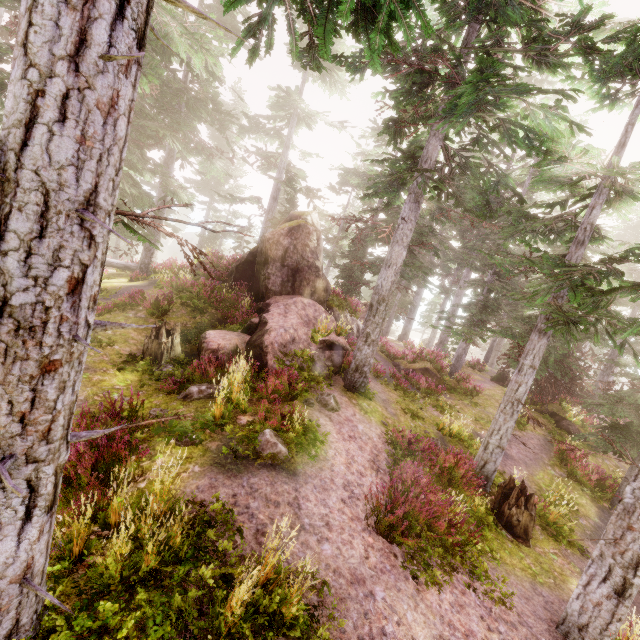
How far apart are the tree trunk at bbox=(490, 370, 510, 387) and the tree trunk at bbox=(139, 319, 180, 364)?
23.49m

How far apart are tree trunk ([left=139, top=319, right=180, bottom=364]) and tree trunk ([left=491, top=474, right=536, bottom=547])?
11.70m

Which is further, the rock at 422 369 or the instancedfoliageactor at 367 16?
the rock at 422 369

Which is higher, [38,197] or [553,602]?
[38,197]

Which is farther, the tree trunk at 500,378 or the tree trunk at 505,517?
the tree trunk at 500,378

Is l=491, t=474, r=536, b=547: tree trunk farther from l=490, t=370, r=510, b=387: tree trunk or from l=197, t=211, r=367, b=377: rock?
l=490, t=370, r=510, b=387: tree trunk

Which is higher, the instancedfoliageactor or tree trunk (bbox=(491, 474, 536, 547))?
the instancedfoliageactor

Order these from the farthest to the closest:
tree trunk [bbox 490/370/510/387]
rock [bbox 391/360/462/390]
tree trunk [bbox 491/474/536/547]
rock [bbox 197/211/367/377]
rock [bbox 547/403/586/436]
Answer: tree trunk [bbox 490/370/510/387], rock [bbox 391/360/462/390], rock [bbox 547/403/586/436], rock [bbox 197/211/367/377], tree trunk [bbox 491/474/536/547]
